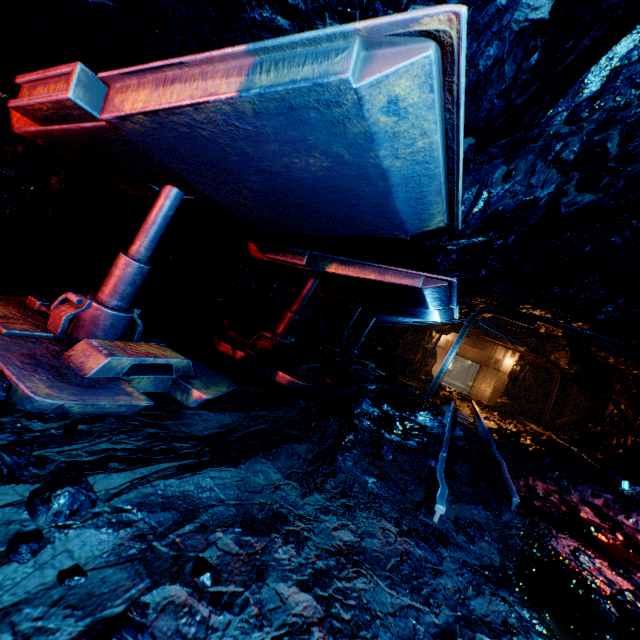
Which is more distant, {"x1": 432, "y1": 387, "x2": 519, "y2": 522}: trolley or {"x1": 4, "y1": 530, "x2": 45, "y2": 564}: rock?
{"x1": 432, "y1": 387, "x2": 519, "y2": 522}: trolley

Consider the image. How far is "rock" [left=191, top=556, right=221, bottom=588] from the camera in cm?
122

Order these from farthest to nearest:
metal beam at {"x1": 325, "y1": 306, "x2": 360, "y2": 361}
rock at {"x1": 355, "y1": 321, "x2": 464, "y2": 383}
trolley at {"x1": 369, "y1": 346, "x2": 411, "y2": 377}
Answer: rock at {"x1": 355, "y1": 321, "x2": 464, "y2": 383}
trolley at {"x1": 369, "y1": 346, "x2": 411, "y2": 377}
metal beam at {"x1": 325, "y1": 306, "x2": 360, "y2": 361}

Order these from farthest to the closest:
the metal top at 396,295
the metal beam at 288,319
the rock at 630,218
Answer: the metal beam at 288,319 → the metal top at 396,295 → the rock at 630,218

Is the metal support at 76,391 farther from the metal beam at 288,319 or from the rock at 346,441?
the metal beam at 288,319

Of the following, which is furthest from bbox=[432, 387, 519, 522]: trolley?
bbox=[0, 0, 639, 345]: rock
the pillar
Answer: the pillar

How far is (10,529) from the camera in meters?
1.2 m

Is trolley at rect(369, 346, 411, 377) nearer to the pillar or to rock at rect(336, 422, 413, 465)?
rock at rect(336, 422, 413, 465)
